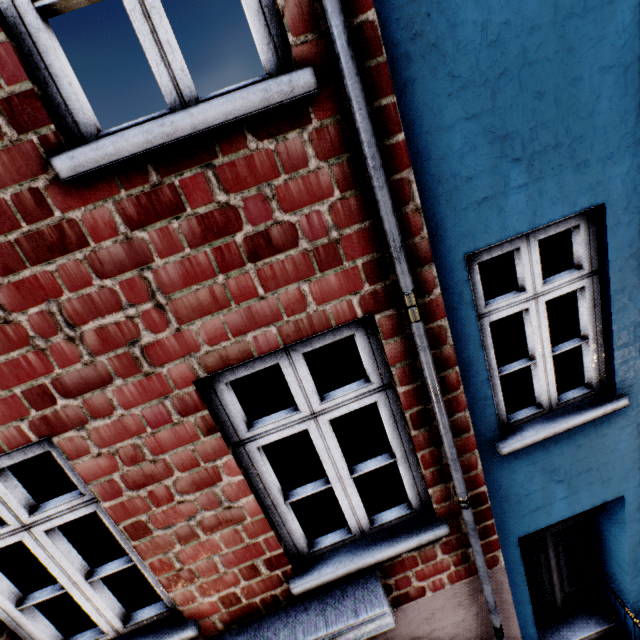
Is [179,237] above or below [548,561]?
above
